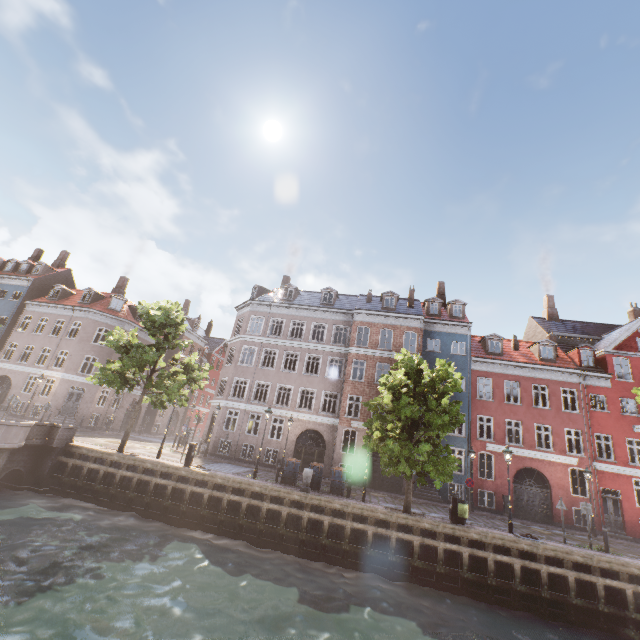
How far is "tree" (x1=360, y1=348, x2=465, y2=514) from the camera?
14.96m

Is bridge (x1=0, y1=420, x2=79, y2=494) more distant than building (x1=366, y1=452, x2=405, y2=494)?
No

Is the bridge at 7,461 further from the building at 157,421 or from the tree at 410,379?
the building at 157,421

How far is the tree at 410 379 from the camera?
15.0 meters

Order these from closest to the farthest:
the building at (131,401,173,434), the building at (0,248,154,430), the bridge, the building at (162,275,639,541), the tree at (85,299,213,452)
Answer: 1. the bridge
2. the tree at (85,299,213,452)
3. the building at (162,275,639,541)
4. the building at (0,248,154,430)
5. the building at (131,401,173,434)

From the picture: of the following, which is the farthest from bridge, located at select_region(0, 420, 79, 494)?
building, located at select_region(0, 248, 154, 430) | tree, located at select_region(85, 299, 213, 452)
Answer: building, located at select_region(0, 248, 154, 430)

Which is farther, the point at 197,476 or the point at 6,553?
the point at 197,476
